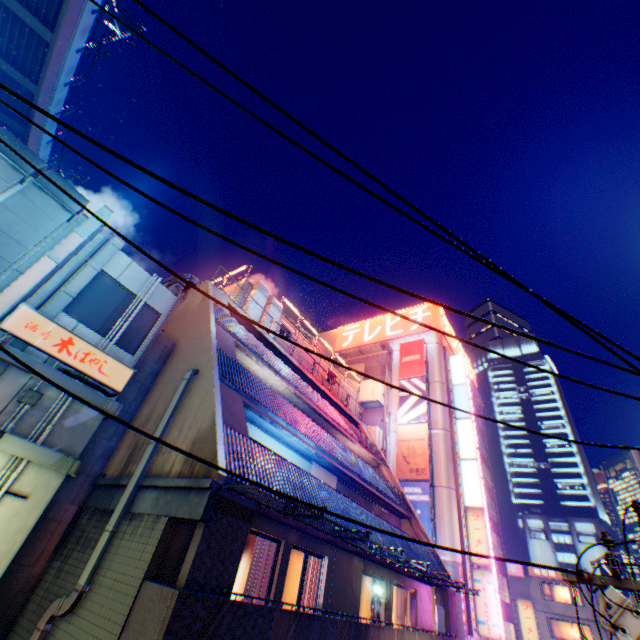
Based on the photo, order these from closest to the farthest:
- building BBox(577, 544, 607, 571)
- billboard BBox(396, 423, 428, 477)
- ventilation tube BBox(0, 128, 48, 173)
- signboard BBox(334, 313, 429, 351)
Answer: ventilation tube BBox(0, 128, 48, 173)
billboard BBox(396, 423, 428, 477)
signboard BBox(334, 313, 429, 351)
building BBox(577, 544, 607, 571)

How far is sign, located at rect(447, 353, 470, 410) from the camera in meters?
28.9

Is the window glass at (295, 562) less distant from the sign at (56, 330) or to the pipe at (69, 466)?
the pipe at (69, 466)

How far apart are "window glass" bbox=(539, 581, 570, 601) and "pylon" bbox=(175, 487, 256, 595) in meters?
45.8 m

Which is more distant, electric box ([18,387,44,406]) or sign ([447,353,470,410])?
sign ([447,353,470,410])

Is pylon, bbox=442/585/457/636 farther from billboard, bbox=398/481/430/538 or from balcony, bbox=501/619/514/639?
balcony, bbox=501/619/514/639

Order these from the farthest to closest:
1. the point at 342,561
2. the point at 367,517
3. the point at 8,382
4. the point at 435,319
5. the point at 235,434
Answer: the point at 435,319 < the point at 367,517 < the point at 342,561 < the point at 235,434 < the point at 8,382

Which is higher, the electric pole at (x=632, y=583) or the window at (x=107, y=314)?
the window at (x=107, y=314)
